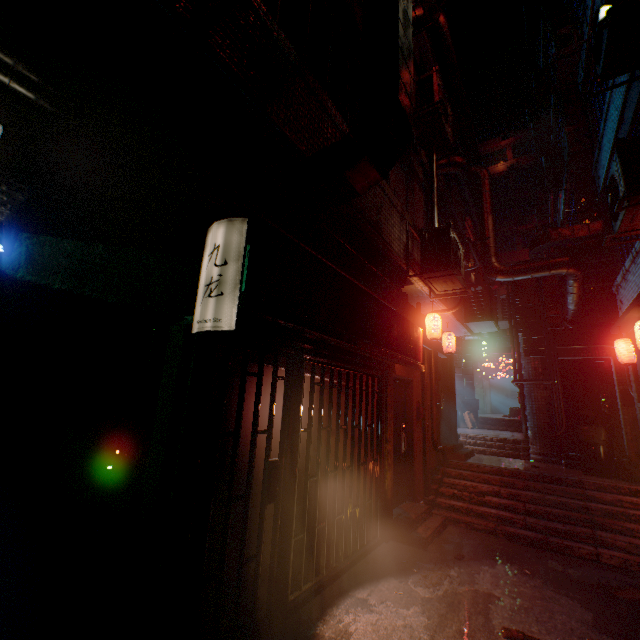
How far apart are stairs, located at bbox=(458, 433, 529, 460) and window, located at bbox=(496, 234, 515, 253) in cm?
2445

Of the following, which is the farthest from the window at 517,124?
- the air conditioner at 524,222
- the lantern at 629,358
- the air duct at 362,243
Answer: the lantern at 629,358

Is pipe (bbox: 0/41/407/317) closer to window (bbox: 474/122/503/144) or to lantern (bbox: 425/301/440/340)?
lantern (bbox: 425/301/440/340)

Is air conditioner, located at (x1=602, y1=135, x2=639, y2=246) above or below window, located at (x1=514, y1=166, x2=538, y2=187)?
below

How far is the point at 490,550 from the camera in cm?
442

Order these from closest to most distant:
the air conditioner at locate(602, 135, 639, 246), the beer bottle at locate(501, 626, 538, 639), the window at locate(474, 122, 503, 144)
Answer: the beer bottle at locate(501, 626, 538, 639) < the air conditioner at locate(602, 135, 639, 246) < the window at locate(474, 122, 503, 144)

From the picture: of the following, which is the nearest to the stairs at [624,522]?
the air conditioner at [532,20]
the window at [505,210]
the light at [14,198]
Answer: the light at [14,198]

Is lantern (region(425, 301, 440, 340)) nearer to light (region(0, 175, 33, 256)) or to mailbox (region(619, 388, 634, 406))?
mailbox (region(619, 388, 634, 406))
